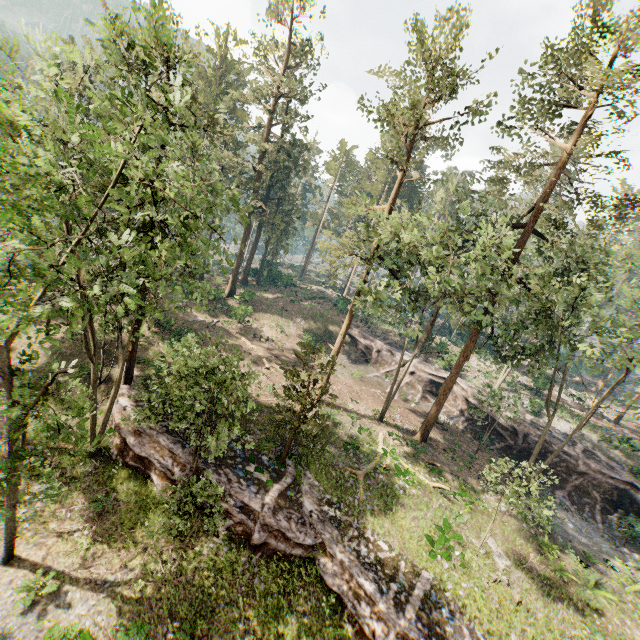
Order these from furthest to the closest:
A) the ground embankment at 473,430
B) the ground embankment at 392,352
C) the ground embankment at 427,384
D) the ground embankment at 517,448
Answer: the ground embankment at 392,352 < the ground embankment at 427,384 < the ground embankment at 473,430 < the ground embankment at 517,448

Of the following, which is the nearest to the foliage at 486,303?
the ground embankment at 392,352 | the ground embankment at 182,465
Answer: the ground embankment at 182,465

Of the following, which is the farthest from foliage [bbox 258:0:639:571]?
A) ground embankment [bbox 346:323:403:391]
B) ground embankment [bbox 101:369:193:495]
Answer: ground embankment [bbox 346:323:403:391]

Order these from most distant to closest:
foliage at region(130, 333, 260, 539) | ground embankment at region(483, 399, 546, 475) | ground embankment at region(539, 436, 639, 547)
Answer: ground embankment at region(483, 399, 546, 475) < ground embankment at region(539, 436, 639, 547) < foliage at region(130, 333, 260, 539)

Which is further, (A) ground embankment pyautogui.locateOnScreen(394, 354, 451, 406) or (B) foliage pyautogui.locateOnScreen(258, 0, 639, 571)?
(A) ground embankment pyautogui.locateOnScreen(394, 354, 451, 406)

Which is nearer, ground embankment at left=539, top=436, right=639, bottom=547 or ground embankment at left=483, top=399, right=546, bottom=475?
ground embankment at left=539, top=436, right=639, bottom=547

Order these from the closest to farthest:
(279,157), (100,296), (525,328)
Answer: (100,296)
(525,328)
(279,157)
